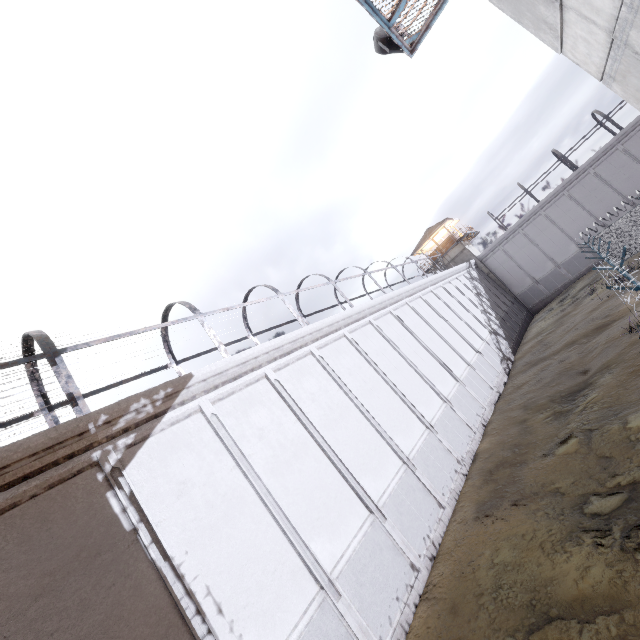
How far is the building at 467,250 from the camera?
36.8 meters

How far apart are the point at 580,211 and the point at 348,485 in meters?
37.0 m

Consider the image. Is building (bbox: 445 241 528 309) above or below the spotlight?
below

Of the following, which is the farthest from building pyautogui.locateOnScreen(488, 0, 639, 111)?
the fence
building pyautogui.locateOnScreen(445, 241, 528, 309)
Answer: building pyautogui.locateOnScreen(445, 241, 528, 309)

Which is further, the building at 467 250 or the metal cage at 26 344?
the building at 467 250

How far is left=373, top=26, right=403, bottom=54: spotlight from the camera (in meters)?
9.41

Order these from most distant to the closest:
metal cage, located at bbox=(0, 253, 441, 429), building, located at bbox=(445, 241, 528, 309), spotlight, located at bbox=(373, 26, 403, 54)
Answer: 1. building, located at bbox=(445, 241, 528, 309)
2. spotlight, located at bbox=(373, 26, 403, 54)
3. metal cage, located at bbox=(0, 253, 441, 429)

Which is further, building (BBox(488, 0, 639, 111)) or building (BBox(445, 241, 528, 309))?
building (BBox(445, 241, 528, 309))
